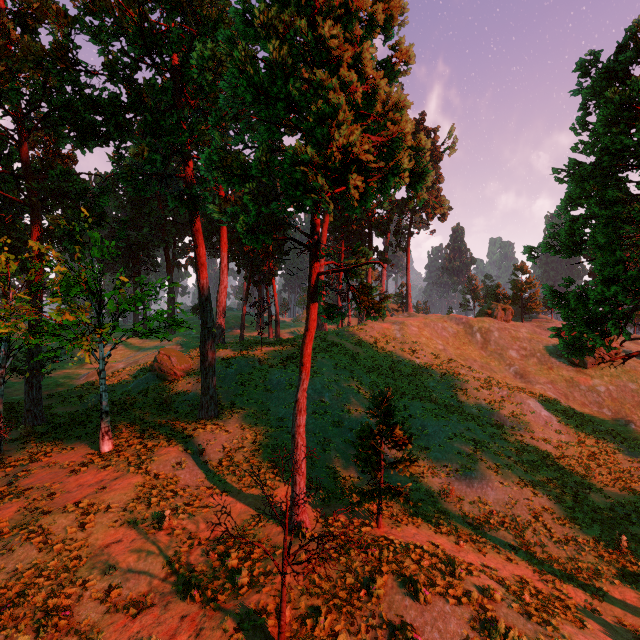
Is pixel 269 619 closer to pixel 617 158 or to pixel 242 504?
pixel 242 504

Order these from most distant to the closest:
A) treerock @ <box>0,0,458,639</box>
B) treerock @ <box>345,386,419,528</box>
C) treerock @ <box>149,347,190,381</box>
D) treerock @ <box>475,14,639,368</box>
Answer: treerock @ <box>149,347,190,381</box>, treerock @ <box>345,386,419,528</box>, treerock @ <box>475,14,639,368</box>, treerock @ <box>0,0,458,639</box>

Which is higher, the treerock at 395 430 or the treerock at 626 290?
the treerock at 626 290

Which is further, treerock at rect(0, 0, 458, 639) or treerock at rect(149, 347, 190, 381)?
treerock at rect(149, 347, 190, 381)

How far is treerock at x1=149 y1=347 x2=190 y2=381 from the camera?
27.8m

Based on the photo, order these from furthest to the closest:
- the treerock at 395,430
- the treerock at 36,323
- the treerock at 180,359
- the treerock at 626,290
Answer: the treerock at 180,359, the treerock at 395,430, the treerock at 626,290, the treerock at 36,323
